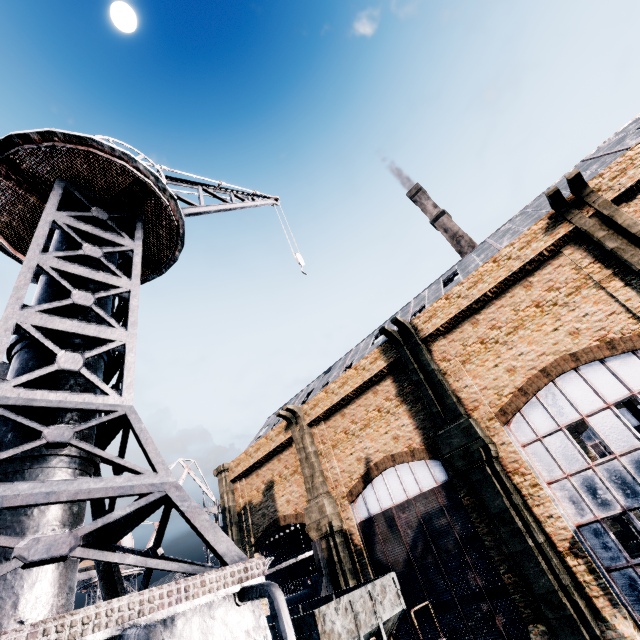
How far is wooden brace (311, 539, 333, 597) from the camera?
20.1m

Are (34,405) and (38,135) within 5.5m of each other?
yes

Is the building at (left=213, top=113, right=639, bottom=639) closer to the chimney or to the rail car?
the rail car

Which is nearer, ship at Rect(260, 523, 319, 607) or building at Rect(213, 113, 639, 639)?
building at Rect(213, 113, 639, 639)

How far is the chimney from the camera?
55.88m

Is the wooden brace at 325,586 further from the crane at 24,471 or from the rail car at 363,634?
the crane at 24,471

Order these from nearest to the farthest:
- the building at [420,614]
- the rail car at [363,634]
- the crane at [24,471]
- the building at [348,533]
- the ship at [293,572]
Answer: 1. the crane at [24,471]
2. the rail car at [363,634]
3. the building at [348,533]
4. the building at [420,614]
5. the ship at [293,572]
